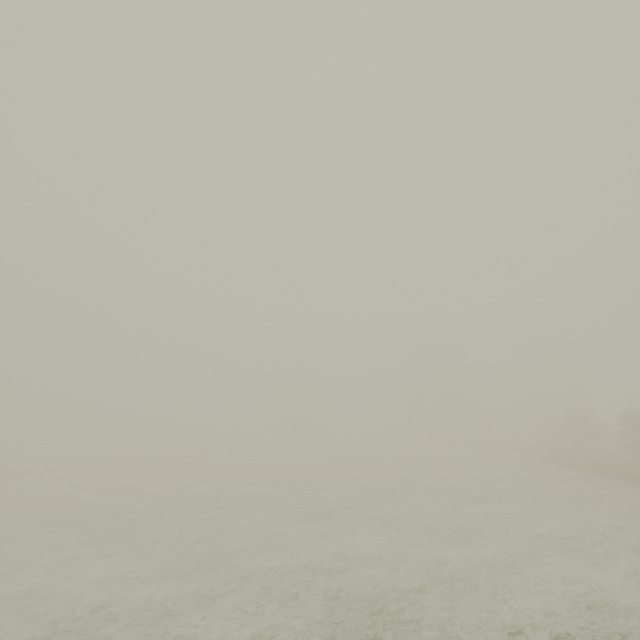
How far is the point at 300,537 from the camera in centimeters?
1102cm
